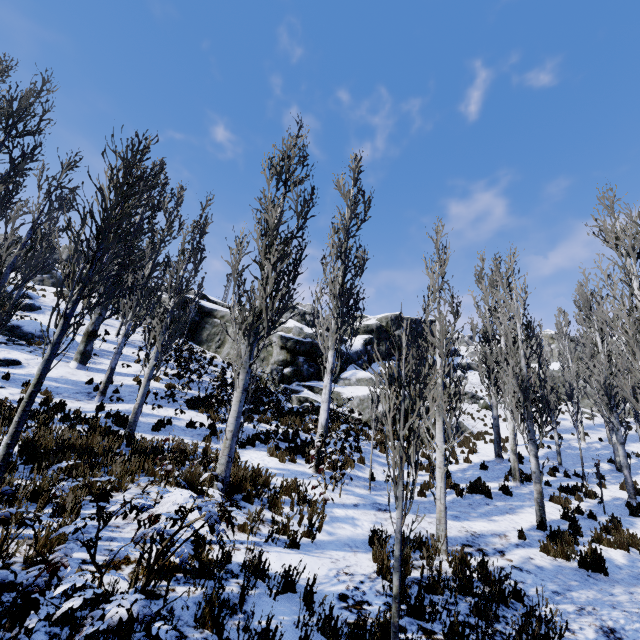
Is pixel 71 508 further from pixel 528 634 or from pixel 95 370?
pixel 95 370

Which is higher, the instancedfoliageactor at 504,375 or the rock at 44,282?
the rock at 44,282

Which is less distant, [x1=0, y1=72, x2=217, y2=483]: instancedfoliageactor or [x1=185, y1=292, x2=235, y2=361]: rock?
[x1=0, y1=72, x2=217, y2=483]: instancedfoliageactor

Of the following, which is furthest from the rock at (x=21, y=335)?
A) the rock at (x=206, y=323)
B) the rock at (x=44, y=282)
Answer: the rock at (x=44, y=282)

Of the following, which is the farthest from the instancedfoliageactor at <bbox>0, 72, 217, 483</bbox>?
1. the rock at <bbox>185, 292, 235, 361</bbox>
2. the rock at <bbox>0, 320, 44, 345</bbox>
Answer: the rock at <bbox>0, 320, 44, 345</bbox>

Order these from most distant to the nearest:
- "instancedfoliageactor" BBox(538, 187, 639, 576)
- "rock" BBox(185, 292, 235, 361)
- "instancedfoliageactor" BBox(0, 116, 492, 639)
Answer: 1. "rock" BBox(185, 292, 235, 361)
2. "instancedfoliageactor" BBox(538, 187, 639, 576)
3. "instancedfoliageactor" BBox(0, 116, 492, 639)

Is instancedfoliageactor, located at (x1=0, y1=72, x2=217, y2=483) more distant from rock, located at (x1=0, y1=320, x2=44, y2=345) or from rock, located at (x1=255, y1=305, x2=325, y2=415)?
rock, located at (x1=0, y1=320, x2=44, y2=345)

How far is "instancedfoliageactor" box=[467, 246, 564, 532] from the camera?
9.8m
